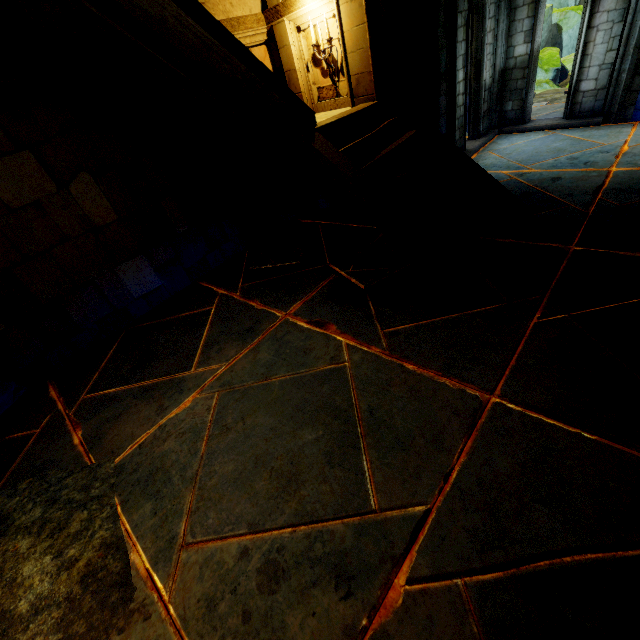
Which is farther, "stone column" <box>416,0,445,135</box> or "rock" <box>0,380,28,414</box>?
"stone column" <box>416,0,445,135</box>

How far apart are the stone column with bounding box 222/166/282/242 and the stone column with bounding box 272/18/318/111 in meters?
1.4 m

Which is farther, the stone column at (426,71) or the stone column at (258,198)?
the stone column at (258,198)

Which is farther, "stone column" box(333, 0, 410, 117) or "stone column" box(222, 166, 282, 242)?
"stone column" box(222, 166, 282, 242)

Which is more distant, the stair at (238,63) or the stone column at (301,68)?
the stone column at (301,68)

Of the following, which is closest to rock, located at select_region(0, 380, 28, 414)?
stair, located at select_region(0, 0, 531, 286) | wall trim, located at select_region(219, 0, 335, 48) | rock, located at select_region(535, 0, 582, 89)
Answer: stair, located at select_region(0, 0, 531, 286)

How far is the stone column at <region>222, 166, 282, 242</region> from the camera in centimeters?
622cm

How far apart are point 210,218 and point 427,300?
4.37m
